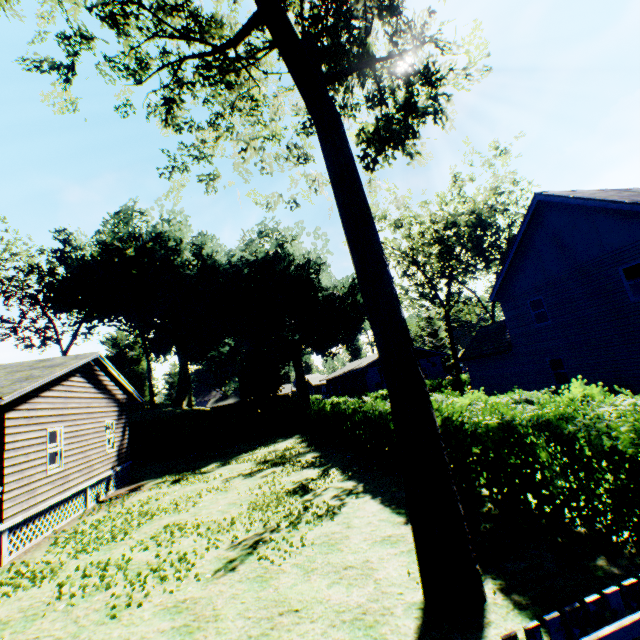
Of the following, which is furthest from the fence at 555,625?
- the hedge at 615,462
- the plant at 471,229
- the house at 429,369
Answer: the house at 429,369

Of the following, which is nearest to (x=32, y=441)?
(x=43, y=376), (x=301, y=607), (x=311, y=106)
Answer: (x=43, y=376)

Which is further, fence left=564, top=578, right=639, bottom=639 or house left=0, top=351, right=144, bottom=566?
house left=0, top=351, right=144, bottom=566

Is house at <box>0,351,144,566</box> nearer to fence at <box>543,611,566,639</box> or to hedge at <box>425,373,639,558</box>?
fence at <box>543,611,566,639</box>

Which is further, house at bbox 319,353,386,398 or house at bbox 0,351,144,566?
house at bbox 319,353,386,398

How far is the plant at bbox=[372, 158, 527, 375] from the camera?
34.25m

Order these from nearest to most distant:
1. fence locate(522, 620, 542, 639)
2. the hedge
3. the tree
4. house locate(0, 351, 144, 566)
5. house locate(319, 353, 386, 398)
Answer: fence locate(522, 620, 542, 639), the hedge, the tree, house locate(0, 351, 144, 566), house locate(319, 353, 386, 398)

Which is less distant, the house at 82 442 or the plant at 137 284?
the house at 82 442
